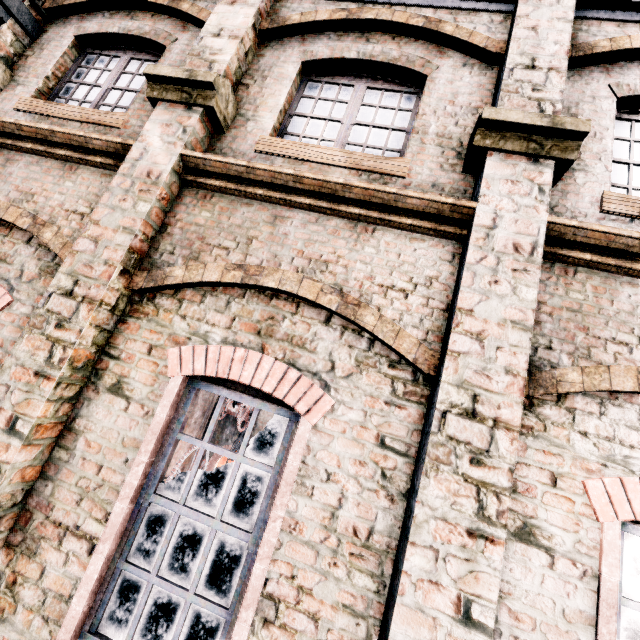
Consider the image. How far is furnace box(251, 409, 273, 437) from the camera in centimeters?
1662cm

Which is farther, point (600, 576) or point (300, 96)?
point (300, 96)

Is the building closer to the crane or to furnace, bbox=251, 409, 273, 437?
furnace, bbox=251, 409, 273, 437

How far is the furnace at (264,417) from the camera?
16.6m

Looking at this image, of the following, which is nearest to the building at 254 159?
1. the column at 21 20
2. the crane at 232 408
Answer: the column at 21 20

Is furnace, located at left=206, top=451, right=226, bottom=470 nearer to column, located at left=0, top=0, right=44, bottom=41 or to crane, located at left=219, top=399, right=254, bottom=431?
crane, located at left=219, top=399, right=254, bottom=431

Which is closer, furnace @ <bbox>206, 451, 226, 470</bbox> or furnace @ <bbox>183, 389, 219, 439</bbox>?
furnace @ <bbox>206, 451, 226, 470</bbox>

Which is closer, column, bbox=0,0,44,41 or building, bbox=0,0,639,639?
building, bbox=0,0,639,639
